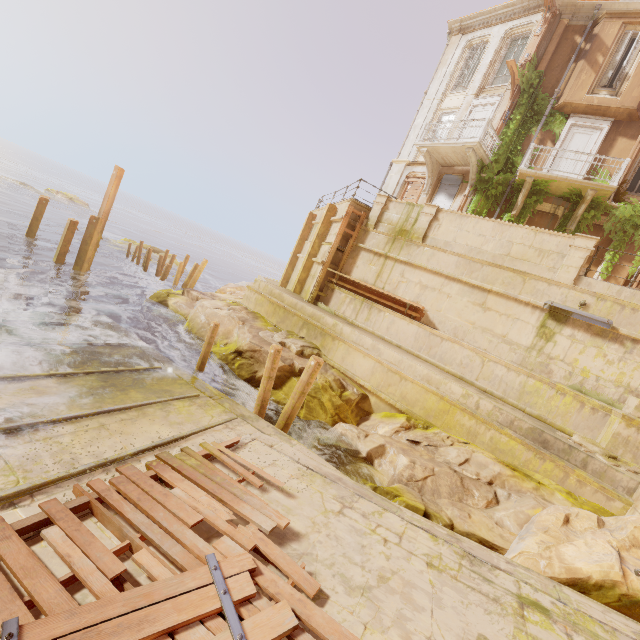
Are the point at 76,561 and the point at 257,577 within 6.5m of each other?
yes

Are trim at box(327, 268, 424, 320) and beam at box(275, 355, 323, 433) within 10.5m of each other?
yes

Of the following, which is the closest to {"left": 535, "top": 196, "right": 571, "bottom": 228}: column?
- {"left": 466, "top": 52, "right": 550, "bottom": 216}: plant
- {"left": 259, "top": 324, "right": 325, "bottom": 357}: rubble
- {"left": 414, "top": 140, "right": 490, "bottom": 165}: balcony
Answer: {"left": 466, "top": 52, "right": 550, "bottom": 216}: plant

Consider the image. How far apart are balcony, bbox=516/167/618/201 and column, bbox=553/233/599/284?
4.6m

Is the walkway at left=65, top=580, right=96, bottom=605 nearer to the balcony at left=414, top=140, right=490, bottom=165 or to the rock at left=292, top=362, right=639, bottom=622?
the rock at left=292, top=362, right=639, bottom=622

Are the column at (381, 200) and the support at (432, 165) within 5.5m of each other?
yes

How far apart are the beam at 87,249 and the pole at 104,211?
0.51m

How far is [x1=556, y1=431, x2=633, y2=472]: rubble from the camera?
7.8 meters
